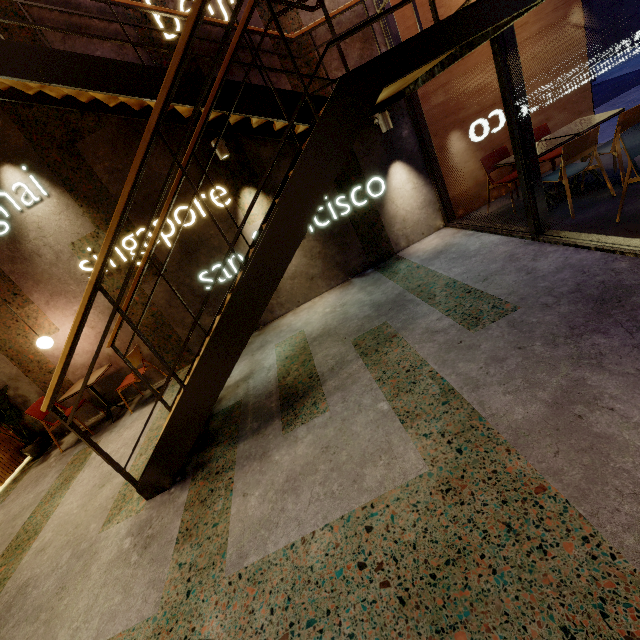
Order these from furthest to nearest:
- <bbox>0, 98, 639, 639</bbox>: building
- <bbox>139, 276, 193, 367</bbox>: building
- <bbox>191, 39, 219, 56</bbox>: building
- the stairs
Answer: <bbox>139, 276, 193, 367</bbox>: building, <bbox>191, 39, 219, 56</bbox>: building, the stairs, <bbox>0, 98, 639, 639</bbox>: building

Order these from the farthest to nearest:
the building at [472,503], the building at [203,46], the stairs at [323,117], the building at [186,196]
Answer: the building at [186,196] → the building at [203,46] → the stairs at [323,117] → the building at [472,503]

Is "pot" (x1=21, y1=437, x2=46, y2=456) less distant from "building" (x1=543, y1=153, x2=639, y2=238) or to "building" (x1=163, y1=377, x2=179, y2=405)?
"building" (x1=163, y1=377, x2=179, y2=405)

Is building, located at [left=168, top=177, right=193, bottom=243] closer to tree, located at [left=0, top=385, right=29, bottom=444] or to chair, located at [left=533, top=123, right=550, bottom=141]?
tree, located at [left=0, top=385, right=29, bottom=444]

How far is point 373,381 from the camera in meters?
3.0

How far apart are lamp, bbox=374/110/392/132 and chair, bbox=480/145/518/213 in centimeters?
146cm

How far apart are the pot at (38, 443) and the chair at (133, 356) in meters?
1.8

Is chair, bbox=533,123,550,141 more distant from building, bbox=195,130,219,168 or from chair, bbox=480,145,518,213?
building, bbox=195,130,219,168
